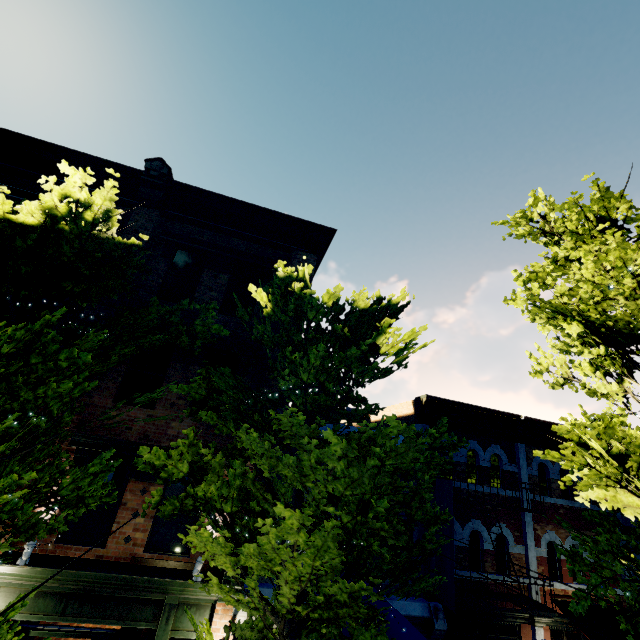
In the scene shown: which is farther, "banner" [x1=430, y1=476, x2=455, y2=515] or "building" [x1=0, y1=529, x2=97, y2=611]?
"banner" [x1=430, y1=476, x2=455, y2=515]

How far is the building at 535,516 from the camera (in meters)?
10.53

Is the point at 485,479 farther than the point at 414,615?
Yes

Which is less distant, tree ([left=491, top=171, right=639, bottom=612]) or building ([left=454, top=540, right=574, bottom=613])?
tree ([left=491, top=171, right=639, bottom=612])

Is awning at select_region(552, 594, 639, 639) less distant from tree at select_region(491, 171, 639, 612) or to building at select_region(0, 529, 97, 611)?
tree at select_region(491, 171, 639, 612)

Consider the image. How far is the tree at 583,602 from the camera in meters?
6.4

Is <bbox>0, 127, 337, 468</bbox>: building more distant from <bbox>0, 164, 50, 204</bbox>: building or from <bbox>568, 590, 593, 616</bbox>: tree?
<bbox>0, 164, 50, 204</bbox>: building

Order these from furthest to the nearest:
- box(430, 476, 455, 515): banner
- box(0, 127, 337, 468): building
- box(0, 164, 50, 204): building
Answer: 1. box(0, 164, 50, 204): building
2. box(430, 476, 455, 515): banner
3. box(0, 127, 337, 468): building
